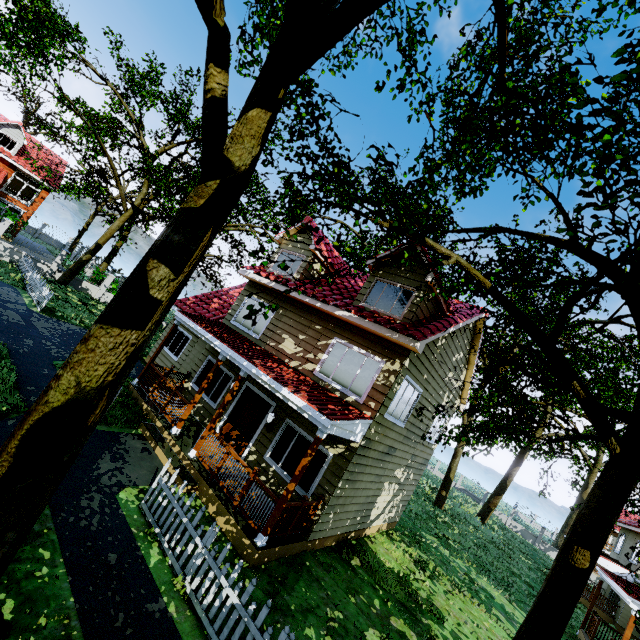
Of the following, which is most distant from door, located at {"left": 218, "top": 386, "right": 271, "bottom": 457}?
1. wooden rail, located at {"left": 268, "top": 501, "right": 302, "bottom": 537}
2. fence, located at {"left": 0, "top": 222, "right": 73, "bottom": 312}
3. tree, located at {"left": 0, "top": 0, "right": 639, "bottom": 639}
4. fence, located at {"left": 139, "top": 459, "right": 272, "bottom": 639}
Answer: fence, located at {"left": 0, "top": 222, "right": 73, "bottom": 312}

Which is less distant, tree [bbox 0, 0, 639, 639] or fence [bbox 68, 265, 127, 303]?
tree [bbox 0, 0, 639, 639]

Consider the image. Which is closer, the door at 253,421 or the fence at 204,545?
the fence at 204,545

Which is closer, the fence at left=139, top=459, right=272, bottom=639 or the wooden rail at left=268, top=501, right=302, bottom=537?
the fence at left=139, top=459, right=272, bottom=639

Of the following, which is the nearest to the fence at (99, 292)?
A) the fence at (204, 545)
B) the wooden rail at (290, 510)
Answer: the wooden rail at (290, 510)

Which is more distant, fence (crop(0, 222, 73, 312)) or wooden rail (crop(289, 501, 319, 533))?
fence (crop(0, 222, 73, 312))

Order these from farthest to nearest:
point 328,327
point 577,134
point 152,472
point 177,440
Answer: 1. point 328,327
2. point 177,440
3. point 152,472
4. point 577,134

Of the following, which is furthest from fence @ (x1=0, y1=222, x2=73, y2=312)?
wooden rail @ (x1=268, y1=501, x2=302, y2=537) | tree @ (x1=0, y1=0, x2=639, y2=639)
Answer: wooden rail @ (x1=268, y1=501, x2=302, y2=537)
